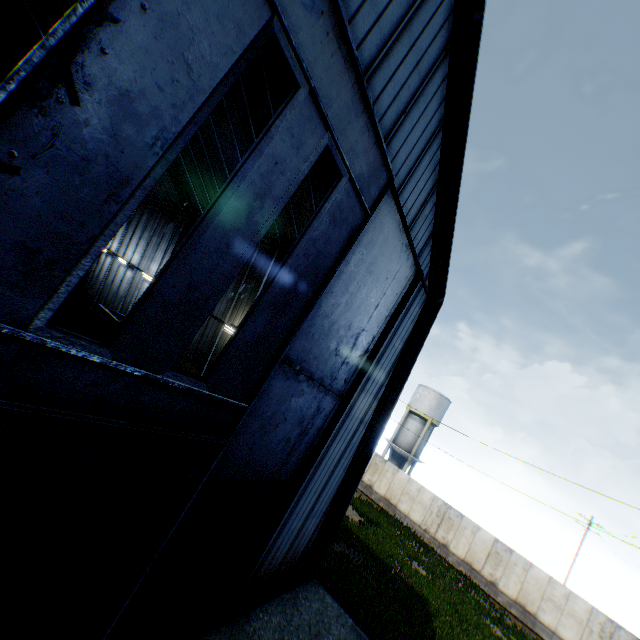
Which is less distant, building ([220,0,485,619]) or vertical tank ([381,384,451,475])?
building ([220,0,485,619])

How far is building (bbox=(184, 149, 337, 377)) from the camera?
12.4 meters

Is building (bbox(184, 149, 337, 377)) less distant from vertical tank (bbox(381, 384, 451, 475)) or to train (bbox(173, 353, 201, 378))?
train (bbox(173, 353, 201, 378))

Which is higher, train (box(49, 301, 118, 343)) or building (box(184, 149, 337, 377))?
building (box(184, 149, 337, 377))

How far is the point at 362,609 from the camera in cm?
1198

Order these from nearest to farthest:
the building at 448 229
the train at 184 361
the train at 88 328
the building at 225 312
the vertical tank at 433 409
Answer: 1. the building at 448 229
2. the train at 88 328
3. the building at 225 312
4. the train at 184 361
5. the vertical tank at 433 409

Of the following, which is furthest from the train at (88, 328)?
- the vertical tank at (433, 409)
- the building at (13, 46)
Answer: the vertical tank at (433, 409)

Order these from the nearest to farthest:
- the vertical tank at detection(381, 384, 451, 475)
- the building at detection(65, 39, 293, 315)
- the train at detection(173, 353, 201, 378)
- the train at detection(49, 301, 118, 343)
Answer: the train at detection(49, 301, 118, 343) < the building at detection(65, 39, 293, 315) < the train at detection(173, 353, 201, 378) < the vertical tank at detection(381, 384, 451, 475)
